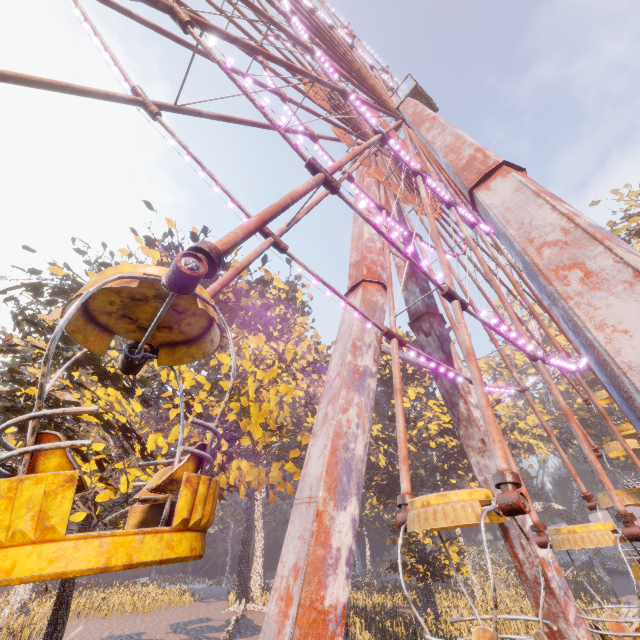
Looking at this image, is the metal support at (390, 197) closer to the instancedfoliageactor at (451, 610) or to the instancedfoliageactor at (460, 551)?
the instancedfoliageactor at (451, 610)

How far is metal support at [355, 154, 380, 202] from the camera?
17.4m

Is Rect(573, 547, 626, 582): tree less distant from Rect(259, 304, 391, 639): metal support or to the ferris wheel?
Rect(259, 304, 391, 639): metal support

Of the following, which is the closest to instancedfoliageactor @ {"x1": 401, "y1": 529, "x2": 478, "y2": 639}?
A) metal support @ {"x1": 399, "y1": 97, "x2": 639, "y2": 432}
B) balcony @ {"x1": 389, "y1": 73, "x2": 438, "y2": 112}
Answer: metal support @ {"x1": 399, "y1": 97, "x2": 639, "y2": 432}

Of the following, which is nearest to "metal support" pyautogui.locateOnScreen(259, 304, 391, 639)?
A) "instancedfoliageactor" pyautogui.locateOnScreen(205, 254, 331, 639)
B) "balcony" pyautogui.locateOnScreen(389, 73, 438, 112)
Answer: "balcony" pyautogui.locateOnScreen(389, 73, 438, 112)

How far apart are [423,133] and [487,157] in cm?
549

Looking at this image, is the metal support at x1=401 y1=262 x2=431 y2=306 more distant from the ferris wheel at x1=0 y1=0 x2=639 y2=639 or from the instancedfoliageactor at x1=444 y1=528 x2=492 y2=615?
the instancedfoliageactor at x1=444 y1=528 x2=492 y2=615

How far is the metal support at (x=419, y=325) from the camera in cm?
1473
